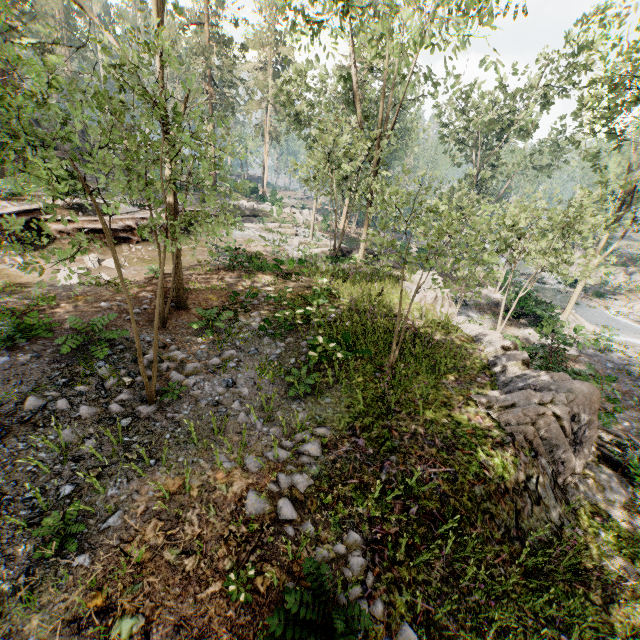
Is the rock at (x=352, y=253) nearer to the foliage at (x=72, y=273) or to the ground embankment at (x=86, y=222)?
the foliage at (x=72, y=273)

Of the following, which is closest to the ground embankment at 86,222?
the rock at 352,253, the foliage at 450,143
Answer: the foliage at 450,143

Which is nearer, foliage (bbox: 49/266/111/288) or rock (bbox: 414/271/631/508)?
foliage (bbox: 49/266/111/288)

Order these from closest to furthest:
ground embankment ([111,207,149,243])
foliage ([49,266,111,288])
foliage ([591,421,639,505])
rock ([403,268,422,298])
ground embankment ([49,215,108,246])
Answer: foliage ([49,266,111,288]) → foliage ([591,421,639,505]) → ground embankment ([49,215,108,246]) → rock ([403,268,422,298]) → ground embankment ([111,207,149,243])

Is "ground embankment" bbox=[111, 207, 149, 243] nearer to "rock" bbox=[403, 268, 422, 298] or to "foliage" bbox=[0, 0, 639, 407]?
"foliage" bbox=[0, 0, 639, 407]

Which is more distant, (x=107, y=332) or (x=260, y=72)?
(x=260, y=72)
